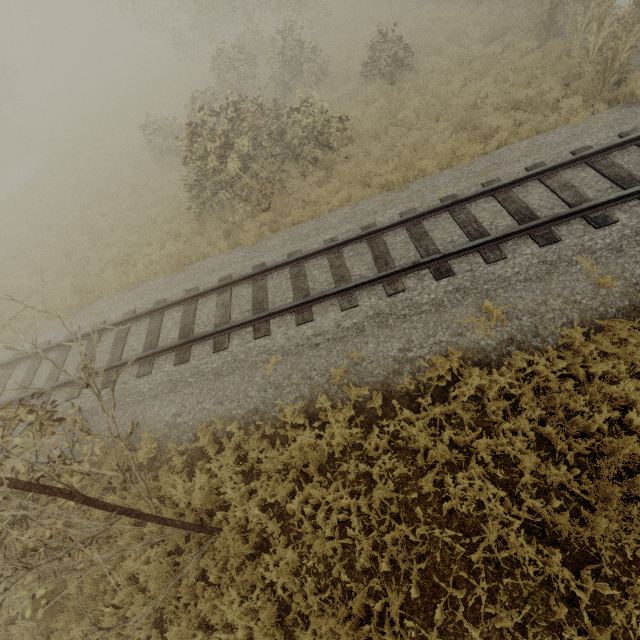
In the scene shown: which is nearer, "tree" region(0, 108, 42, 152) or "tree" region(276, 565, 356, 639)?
"tree" region(276, 565, 356, 639)

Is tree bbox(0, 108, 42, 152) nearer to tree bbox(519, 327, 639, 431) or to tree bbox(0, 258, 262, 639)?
tree bbox(519, 327, 639, 431)

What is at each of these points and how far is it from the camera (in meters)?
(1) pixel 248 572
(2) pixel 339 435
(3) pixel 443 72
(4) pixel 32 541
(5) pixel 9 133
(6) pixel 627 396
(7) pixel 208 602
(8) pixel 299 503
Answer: (1) tree, 5.09
(2) tree, 5.68
(3) tree, 13.20
(4) tree, 5.48
(5) tree, 32.62
(6) tree, 4.86
(7) tree, 4.92
(8) tree, 5.47

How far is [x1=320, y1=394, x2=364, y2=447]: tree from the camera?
5.6 meters

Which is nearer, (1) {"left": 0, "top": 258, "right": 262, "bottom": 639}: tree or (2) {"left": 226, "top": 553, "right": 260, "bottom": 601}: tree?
(1) {"left": 0, "top": 258, "right": 262, "bottom": 639}: tree

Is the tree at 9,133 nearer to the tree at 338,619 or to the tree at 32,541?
the tree at 338,619
